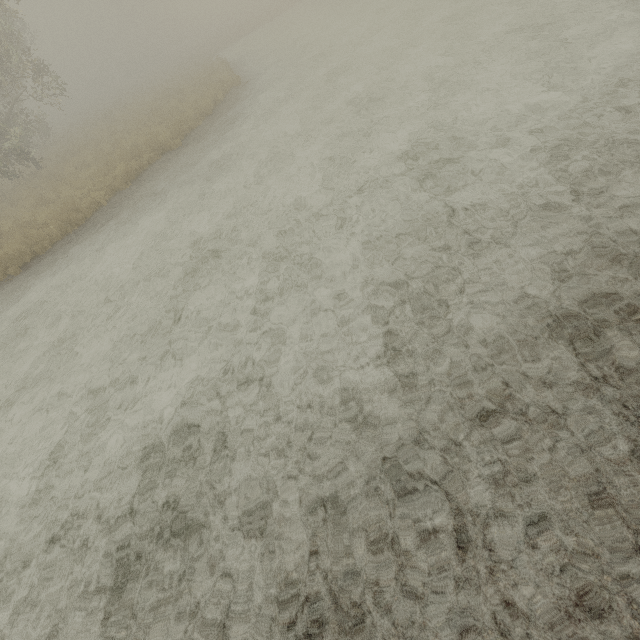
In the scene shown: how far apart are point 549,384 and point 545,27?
11.6 meters
